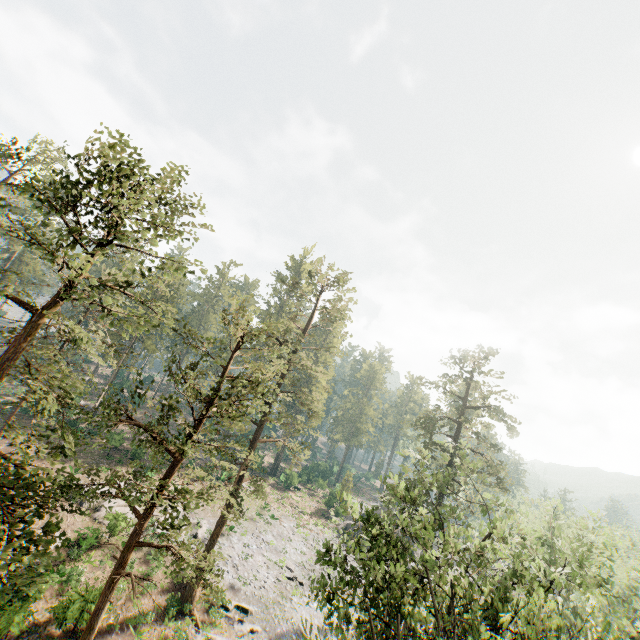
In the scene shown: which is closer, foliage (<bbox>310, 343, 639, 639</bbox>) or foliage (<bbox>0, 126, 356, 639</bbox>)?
foliage (<bbox>0, 126, 356, 639</bbox>)

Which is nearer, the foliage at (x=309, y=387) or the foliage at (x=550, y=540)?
the foliage at (x=309, y=387)

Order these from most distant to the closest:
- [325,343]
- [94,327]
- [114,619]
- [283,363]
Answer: [325,343]
[94,327]
[283,363]
[114,619]
